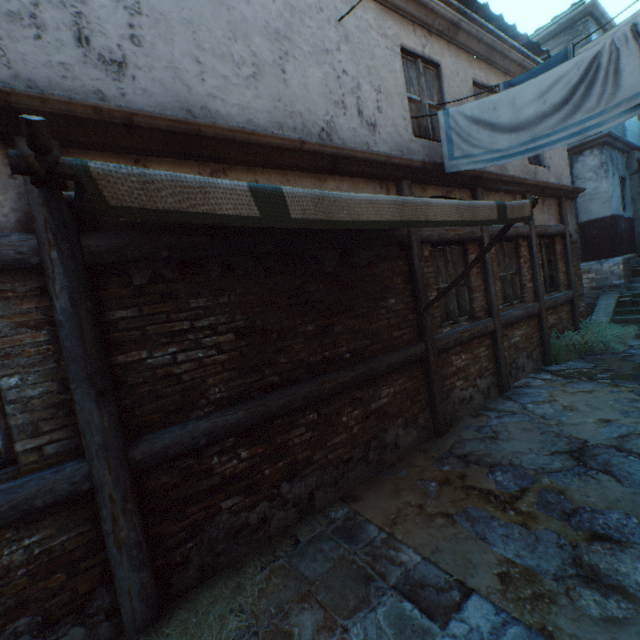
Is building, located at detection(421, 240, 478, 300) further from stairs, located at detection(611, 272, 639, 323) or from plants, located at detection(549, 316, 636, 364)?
stairs, located at detection(611, 272, 639, 323)

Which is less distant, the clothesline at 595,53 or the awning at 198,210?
the awning at 198,210

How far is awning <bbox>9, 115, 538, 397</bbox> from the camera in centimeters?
112cm

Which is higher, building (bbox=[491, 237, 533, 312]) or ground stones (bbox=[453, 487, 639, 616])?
building (bbox=[491, 237, 533, 312])

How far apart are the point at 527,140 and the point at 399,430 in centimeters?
394cm

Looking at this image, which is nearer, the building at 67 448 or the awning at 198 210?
the awning at 198 210

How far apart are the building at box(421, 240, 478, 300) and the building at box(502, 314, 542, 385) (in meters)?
0.47

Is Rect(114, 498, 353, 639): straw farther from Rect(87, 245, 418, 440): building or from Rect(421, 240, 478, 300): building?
Rect(421, 240, 478, 300): building
